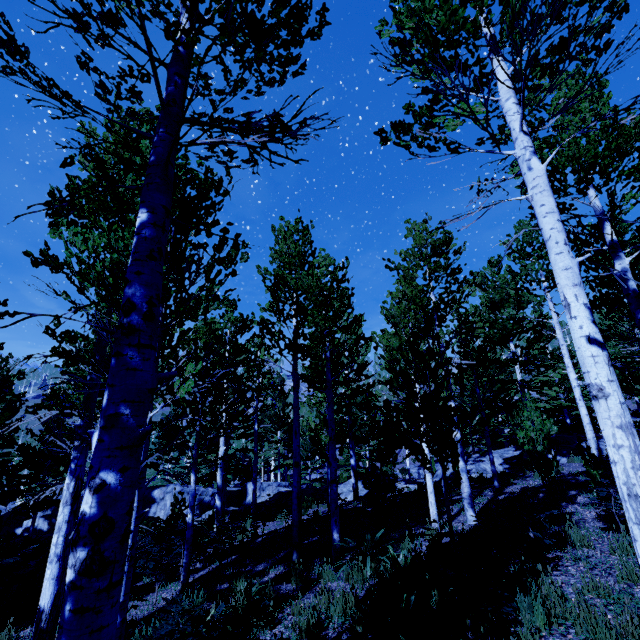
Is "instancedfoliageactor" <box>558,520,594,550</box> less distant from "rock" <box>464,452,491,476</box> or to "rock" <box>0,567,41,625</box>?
"rock" <box>464,452,491,476</box>

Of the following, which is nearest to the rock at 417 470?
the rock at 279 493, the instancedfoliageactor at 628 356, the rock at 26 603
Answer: the instancedfoliageactor at 628 356

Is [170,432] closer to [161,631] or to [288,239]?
[288,239]

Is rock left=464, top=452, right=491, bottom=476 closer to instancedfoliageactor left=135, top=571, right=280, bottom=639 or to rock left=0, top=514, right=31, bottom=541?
instancedfoliageactor left=135, top=571, right=280, bottom=639

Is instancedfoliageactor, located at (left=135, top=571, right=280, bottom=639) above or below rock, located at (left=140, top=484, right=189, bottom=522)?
above

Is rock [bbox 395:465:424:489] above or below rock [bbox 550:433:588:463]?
below

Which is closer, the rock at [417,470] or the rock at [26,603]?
the rock at [26,603]
